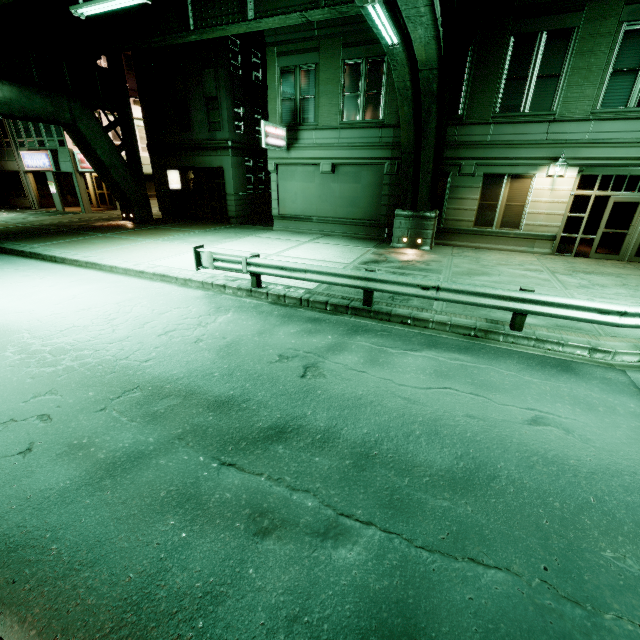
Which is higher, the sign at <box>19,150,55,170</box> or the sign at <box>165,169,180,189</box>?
the sign at <box>19,150,55,170</box>

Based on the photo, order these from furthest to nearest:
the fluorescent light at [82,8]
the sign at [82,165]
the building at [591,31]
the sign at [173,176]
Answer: the sign at [82,165] → the sign at [173,176] → the building at [591,31] → the fluorescent light at [82,8]

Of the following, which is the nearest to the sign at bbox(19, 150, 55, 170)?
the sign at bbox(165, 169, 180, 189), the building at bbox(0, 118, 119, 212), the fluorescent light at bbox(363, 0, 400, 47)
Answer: the building at bbox(0, 118, 119, 212)

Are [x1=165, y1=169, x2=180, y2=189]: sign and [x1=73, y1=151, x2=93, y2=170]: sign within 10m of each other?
yes

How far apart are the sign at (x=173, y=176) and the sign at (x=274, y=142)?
11.0m

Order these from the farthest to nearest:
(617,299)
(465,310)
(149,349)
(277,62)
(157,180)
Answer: (157,180), (277,62), (617,299), (465,310), (149,349)

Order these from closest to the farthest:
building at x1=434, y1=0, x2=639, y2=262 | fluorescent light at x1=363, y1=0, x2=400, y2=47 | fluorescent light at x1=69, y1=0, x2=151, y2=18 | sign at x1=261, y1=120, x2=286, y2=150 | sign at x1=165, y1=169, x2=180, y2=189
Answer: fluorescent light at x1=363, y1=0, x2=400, y2=47, fluorescent light at x1=69, y1=0, x2=151, y2=18, building at x1=434, y1=0, x2=639, y2=262, sign at x1=261, y1=120, x2=286, y2=150, sign at x1=165, y1=169, x2=180, y2=189

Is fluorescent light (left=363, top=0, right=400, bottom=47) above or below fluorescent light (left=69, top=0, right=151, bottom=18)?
below
